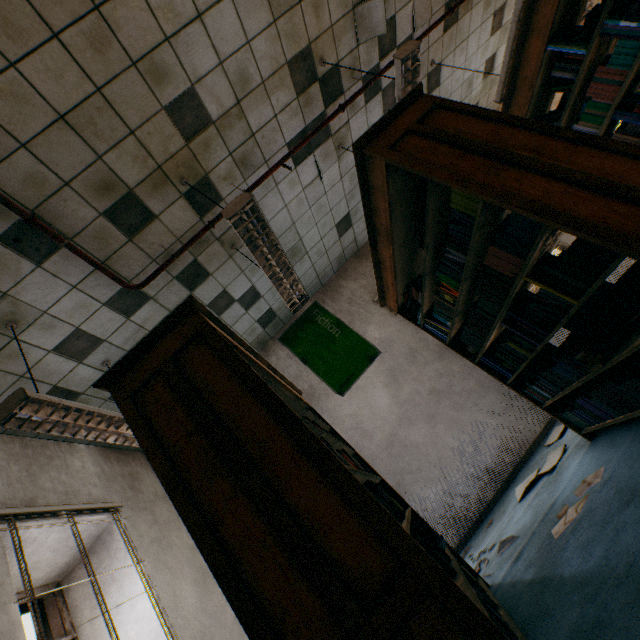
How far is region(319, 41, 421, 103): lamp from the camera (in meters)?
2.72

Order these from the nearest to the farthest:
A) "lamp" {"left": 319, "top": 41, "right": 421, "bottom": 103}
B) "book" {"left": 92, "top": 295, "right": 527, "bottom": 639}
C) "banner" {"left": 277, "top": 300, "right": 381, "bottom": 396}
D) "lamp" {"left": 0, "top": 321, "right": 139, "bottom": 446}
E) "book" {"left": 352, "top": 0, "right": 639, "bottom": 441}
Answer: "book" {"left": 92, "top": 295, "right": 527, "bottom": 639} < "book" {"left": 352, "top": 0, "right": 639, "bottom": 441} < "lamp" {"left": 0, "top": 321, "right": 139, "bottom": 446} < "lamp" {"left": 319, "top": 41, "right": 421, "bottom": 103} < "banner" {"left": 277, "top": 300, "right": 381, "bottom": 396}

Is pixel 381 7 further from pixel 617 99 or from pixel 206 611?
pixel 206 611

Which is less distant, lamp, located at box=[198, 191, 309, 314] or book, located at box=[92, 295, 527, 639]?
book, located at box=[92, 295, 527, 639]

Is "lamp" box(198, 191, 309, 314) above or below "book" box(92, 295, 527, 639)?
above

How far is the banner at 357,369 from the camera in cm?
Answer: 508

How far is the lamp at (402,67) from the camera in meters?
2.7

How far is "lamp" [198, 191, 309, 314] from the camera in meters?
2.4
